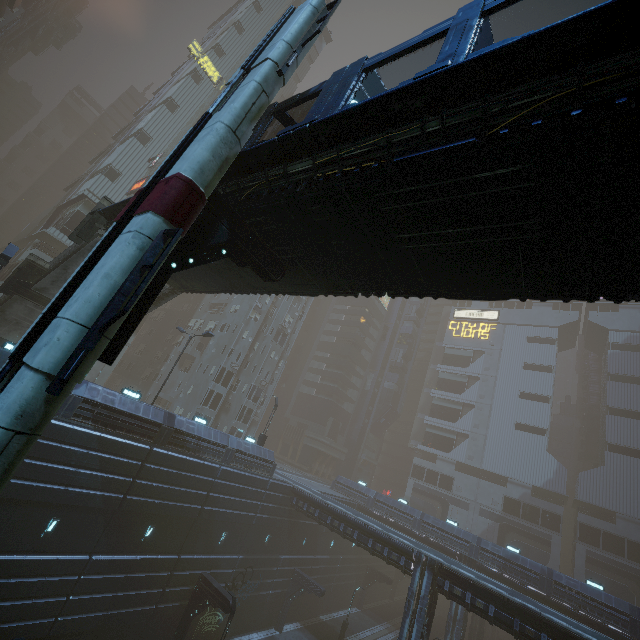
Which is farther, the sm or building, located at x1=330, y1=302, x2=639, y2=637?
building, located at x1=330, y1=302, x2=639, y2=637

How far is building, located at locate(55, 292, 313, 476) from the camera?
19.59m

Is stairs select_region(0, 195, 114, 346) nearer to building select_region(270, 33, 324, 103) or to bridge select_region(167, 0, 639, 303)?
bridge select_region(167, 0, 639, 303)

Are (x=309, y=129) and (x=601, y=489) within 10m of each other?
no

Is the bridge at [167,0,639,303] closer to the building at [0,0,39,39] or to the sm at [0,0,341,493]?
the sm at [0,0,341,493]

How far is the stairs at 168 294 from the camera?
18.59m

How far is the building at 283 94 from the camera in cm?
5253

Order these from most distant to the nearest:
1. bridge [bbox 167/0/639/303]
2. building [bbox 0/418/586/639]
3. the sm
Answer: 1. building [bbox 0/418/586/639]
2. the sm
3. bridge [bbox 167/0/639/303]
